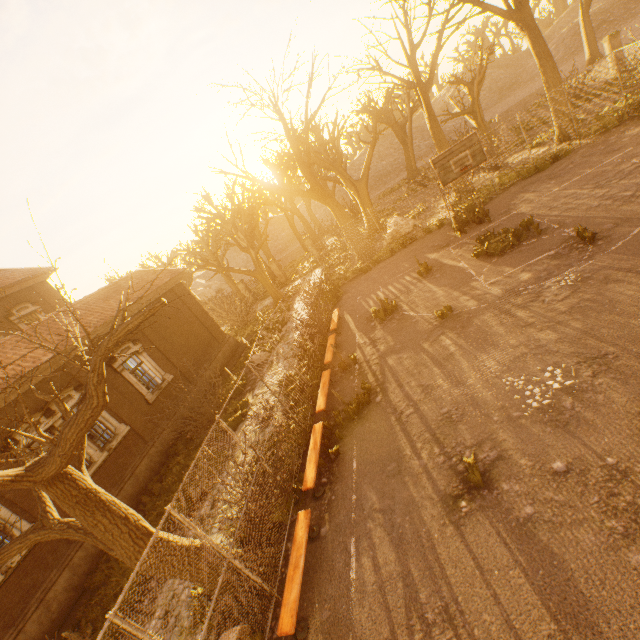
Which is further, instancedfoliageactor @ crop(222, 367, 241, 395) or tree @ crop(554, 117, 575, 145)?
tree @ crop(554, 117, 575, 145)

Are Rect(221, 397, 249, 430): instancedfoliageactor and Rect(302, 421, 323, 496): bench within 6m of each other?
yes

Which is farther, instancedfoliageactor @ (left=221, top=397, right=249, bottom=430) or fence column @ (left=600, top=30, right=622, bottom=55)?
fence column @ (left=600, top=30, right=622, bottom=55)

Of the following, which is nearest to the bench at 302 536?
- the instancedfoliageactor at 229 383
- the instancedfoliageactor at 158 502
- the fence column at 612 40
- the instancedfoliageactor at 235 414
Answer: the instancedfoliageactor at 158 502

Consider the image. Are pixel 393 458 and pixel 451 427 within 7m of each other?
yes

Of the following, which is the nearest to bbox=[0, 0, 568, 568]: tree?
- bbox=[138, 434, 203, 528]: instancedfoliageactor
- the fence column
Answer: bbox=[138, 434, 203, 528]: instancedfoliageactor

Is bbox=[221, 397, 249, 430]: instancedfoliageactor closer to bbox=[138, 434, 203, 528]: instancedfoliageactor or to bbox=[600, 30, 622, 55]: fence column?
bbox=[138, 434, 203, 528]: instancedfoliageactor

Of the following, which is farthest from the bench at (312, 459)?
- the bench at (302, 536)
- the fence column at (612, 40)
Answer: the fence column at (612, 40)
